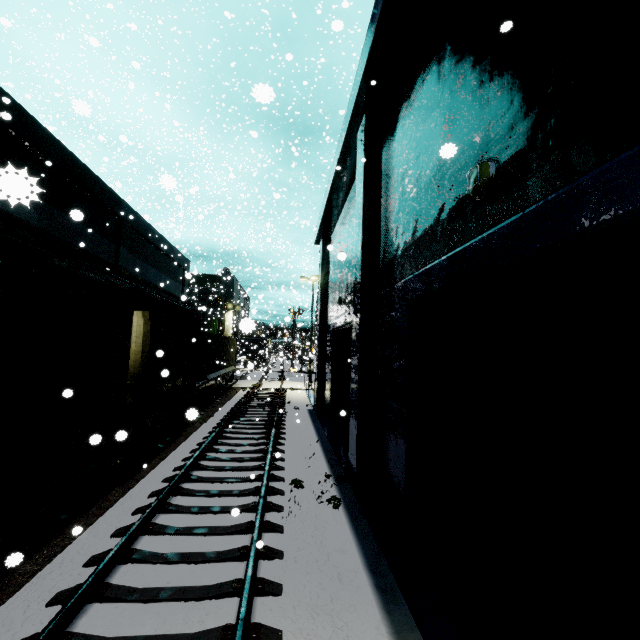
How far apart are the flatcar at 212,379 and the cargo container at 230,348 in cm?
1

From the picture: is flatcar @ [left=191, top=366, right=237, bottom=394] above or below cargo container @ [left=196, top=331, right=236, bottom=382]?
below

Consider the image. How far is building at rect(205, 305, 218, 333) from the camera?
45.0 meters

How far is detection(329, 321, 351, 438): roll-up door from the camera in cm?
1321

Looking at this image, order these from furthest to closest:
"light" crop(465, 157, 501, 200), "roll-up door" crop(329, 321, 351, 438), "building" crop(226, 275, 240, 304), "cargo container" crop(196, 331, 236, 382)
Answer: "building" crop(226, 275, 240, 304) → "cargo container" crop(196, 331, 236, 382) → "roll-up door" crop(329, 321, 351, 438) → "light" crop(465, 157, 501, 200)

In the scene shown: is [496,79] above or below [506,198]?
above

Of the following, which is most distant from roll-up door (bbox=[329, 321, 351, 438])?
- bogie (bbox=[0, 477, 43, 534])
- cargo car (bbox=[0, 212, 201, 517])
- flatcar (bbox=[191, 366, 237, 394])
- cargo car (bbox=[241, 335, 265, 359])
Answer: cargo car (bbox=[241, 335, 265, 359])

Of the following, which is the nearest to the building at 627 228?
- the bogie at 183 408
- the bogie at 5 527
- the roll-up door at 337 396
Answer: the roll-up door at 337 396
